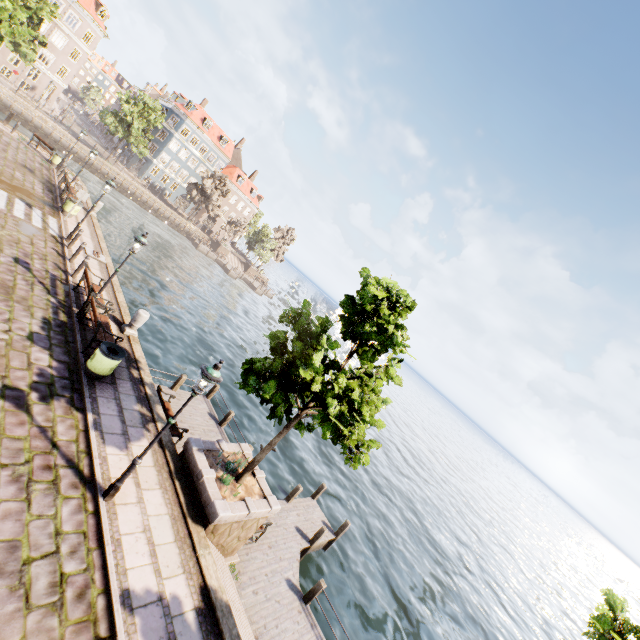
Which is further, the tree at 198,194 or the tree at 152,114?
the tree at 198,194

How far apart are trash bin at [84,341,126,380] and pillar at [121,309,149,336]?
2.9m

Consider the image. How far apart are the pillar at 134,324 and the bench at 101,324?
0.9m

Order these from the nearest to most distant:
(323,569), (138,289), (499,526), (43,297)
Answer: (43,297), (323,569), (138,289), (499,526)

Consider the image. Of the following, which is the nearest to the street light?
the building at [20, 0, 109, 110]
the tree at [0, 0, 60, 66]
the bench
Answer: the tree at [0, 0, 60, 66]

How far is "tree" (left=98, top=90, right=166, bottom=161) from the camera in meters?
42.3

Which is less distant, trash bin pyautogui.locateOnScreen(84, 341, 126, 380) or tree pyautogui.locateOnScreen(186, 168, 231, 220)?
trash bin pyautogui.locateOnScreen(84, 341, 126, 380)

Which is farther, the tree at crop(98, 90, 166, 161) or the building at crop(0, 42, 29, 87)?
the tree at crop(98, 90, 166, 161)
